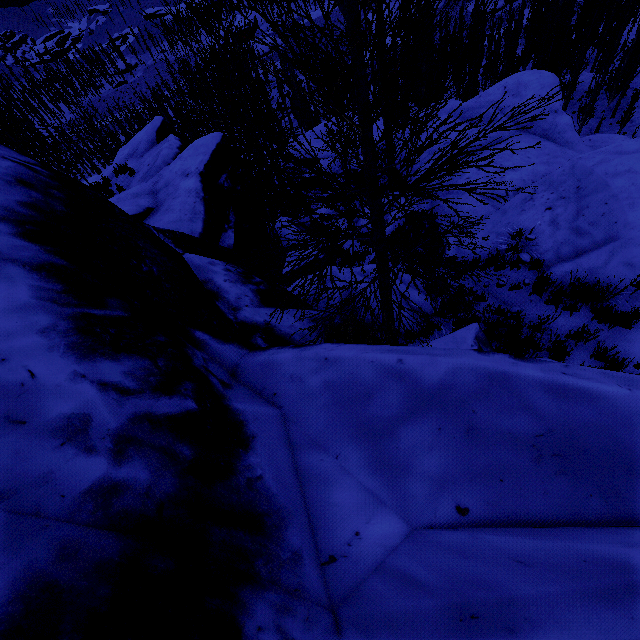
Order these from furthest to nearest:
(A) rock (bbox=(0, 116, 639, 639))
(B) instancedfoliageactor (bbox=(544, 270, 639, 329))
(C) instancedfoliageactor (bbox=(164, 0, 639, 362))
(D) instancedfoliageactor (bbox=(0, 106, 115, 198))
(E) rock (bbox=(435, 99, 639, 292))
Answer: (D) instancedfoliageactor (bbox=(0, 106, 115, 198)) < (E) rock (bbox=(435, 99, 639, 292)) < (B) instancedfoliageactor (bbox=(544, 270, 639, 329)) < (C) instancedfoliageactor (bbox=(164, 0, 639, 362)) < (A) rock (bbox=(0, 116, 639, 639))

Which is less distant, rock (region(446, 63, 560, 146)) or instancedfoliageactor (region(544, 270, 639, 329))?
instancedfoliageactor (region(544, 270, 639, 329))

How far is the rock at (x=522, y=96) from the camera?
11.79m

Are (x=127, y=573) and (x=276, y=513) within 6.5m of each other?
yes

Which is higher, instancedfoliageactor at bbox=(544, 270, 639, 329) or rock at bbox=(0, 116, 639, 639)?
rock at bbox=(0, 116, 639, 639)

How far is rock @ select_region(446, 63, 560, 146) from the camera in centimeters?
1179cm

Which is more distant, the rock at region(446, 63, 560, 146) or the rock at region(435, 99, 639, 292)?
the rock at region(446, 63, 560, 146)

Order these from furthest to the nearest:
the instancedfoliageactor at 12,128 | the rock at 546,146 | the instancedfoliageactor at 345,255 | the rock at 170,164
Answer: the instancedfoliageactor at 12,128, the rock at 546,146, the instancedfoliageactor at 345,255, the rock at 170,164
